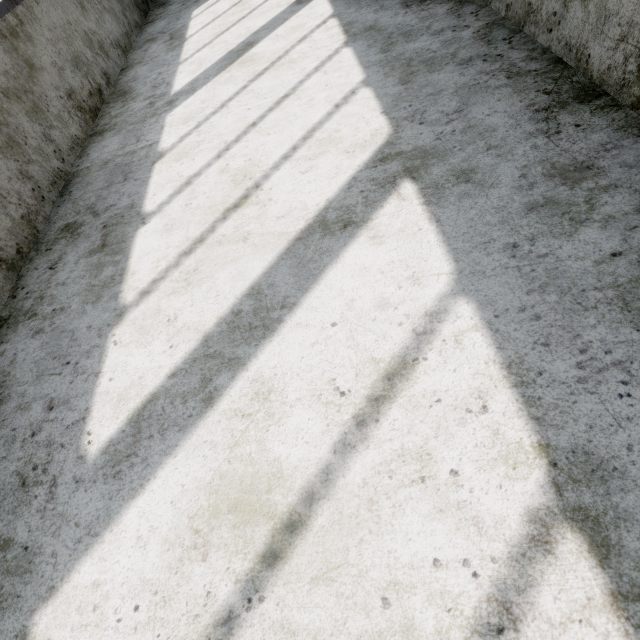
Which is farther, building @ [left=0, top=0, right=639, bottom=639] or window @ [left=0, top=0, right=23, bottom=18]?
window @ [left=0, top=0, right=23, bottom=18]

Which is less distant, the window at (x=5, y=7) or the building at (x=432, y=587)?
the building at (x=432, y=587)

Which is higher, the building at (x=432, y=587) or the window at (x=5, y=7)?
the window at (x=5, y=7)

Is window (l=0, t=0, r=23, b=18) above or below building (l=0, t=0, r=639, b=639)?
above

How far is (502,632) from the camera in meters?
0.7 m
